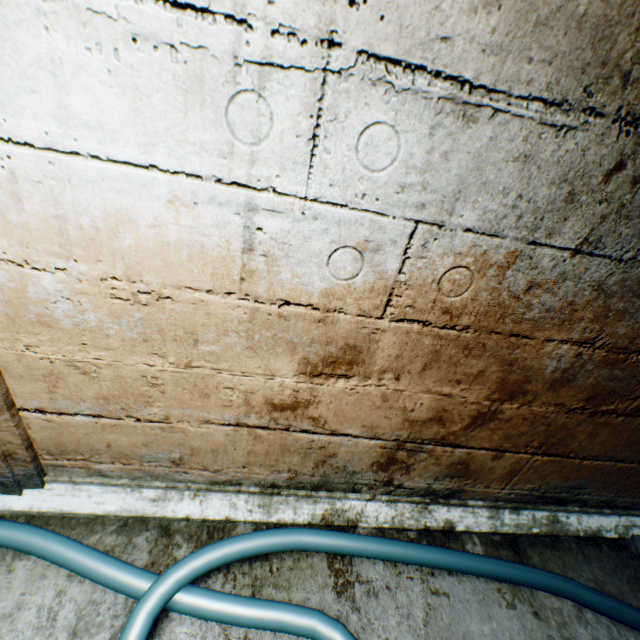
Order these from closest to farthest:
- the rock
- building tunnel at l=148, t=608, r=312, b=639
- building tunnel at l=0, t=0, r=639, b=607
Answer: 1. building tunnel at l=0, t=0, r=639, b=607
2. building tunnel at l=148, t=608, r=312, b=639
3. the rock

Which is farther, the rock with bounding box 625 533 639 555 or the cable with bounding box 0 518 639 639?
the rock with bounding box 625 533 639 555

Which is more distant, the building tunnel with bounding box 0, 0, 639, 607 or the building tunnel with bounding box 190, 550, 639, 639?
the building tunnel with bounding box 190, 550, 639, 639

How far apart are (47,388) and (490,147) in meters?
1.7

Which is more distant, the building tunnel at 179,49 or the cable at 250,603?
the cable at 250,603

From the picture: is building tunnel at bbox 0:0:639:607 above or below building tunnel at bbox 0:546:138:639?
above

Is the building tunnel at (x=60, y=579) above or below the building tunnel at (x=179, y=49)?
below
